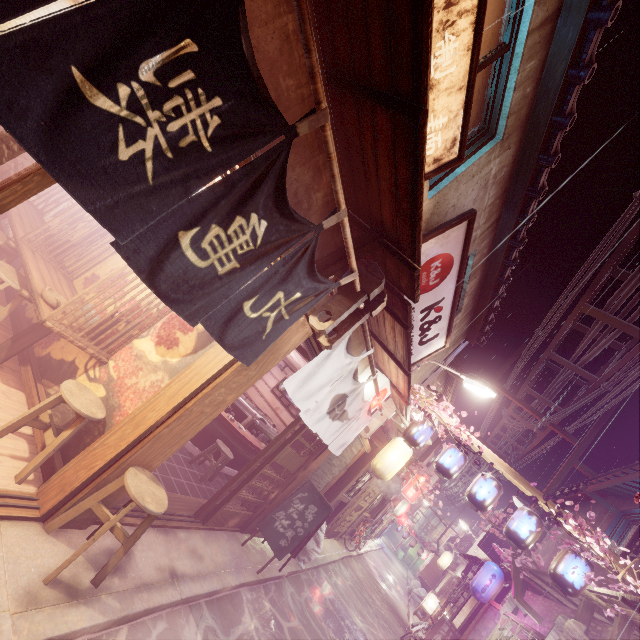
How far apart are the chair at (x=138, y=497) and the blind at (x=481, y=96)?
8.4m

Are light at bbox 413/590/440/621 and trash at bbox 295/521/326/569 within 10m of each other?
no

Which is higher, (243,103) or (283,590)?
(243,103)

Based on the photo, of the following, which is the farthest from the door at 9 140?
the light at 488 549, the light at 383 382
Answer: the light at 488 549

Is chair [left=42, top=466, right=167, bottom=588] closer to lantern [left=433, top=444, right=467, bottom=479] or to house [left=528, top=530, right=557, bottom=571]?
house [left=528, top=530, right=557, bottom=571]

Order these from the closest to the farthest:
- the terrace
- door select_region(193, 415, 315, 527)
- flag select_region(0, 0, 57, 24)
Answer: flag select_region(0, 0, 57, 24), door select_region(193, 415, 315, 527), the terrace

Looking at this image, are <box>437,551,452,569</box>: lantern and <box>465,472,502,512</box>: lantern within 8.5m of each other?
no

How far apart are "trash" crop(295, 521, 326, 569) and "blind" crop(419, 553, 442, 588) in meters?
36.2
